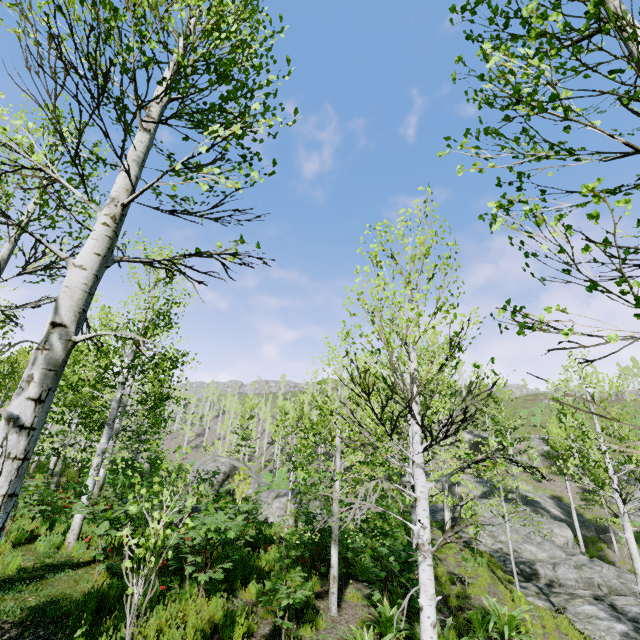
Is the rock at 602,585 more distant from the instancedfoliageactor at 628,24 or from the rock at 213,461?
the rock at 213,461

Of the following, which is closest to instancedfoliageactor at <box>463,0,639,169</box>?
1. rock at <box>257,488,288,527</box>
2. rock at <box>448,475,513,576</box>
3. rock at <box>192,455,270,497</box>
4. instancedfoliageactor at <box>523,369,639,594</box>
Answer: rock at <box>448,475,513,576</box>

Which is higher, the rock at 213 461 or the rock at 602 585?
the rock at 213 461

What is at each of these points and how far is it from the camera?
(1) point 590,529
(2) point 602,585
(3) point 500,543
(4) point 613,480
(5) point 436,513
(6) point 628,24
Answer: (1) rock, 25.4m
(2) rock, 13.1m
(3) rock, 17.6m
(4) instancedfoliageactor, 7.6m
(5) rock, 23.5m
(6) instancedfoliageactor, 1.3m

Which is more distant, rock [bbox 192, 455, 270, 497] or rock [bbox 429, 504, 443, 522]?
rock [bbox 429, 504, 443, 522]

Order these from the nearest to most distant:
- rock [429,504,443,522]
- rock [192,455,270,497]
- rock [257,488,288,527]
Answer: rock [257,488,288,527]
rock [192,455,270,497]
rock [429,504,443,522]

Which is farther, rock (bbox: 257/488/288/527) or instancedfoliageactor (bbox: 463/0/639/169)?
rock (bbox: 257/488/288/527)

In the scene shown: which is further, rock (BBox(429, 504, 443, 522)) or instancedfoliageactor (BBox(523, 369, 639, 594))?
rock (BBox(429, 504, 443, 522))
